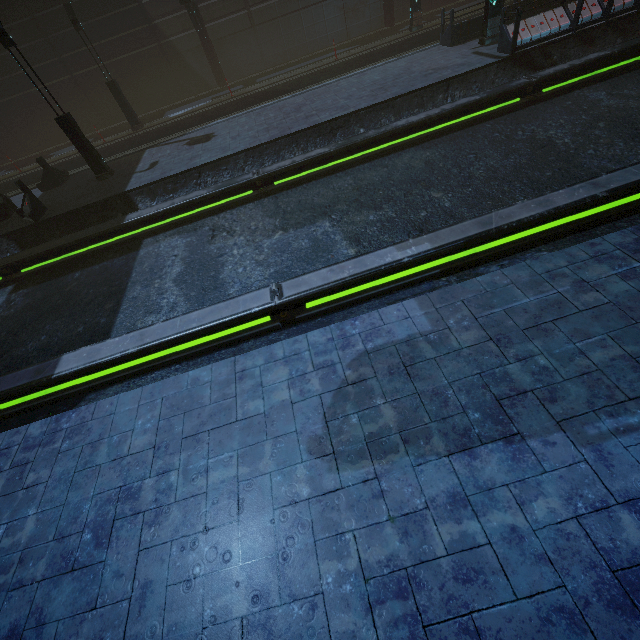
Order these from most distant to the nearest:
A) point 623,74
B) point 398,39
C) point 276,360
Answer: point 398,39 → point 623,74 → point 276,360

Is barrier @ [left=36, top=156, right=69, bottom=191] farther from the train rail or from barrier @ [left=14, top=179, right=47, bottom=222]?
the train rail

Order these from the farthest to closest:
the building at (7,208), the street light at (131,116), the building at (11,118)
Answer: the building at (11,118) < the street light at (131,116) < the building at (7,208)

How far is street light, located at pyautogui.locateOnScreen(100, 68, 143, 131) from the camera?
17.6 meters

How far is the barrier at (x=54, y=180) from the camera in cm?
1456

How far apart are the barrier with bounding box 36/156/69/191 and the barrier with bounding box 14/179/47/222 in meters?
2.8

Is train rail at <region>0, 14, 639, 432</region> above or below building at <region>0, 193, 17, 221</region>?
below

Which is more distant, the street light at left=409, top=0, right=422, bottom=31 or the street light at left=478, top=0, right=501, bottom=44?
the street light at left=409, top=0, right=422, bottom=31
